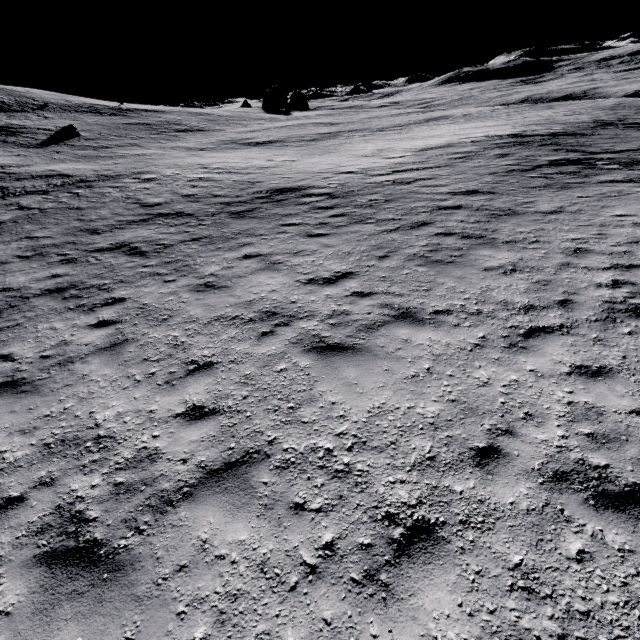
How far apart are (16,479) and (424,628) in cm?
509

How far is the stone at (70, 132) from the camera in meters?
32.8

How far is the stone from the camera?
32.8m
